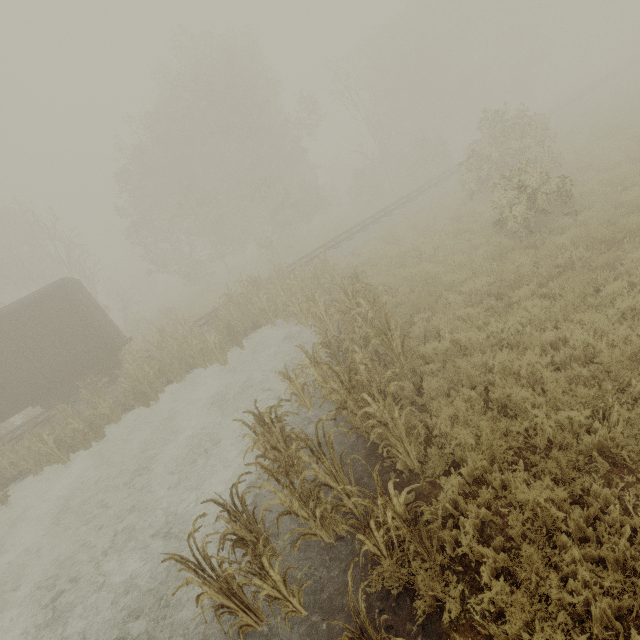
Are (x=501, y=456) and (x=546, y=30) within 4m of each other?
no

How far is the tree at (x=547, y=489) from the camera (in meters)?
3.58

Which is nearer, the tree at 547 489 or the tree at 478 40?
the tree at 547 489

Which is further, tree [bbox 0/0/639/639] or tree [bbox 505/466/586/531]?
tree [bbox 0/0/639/639]

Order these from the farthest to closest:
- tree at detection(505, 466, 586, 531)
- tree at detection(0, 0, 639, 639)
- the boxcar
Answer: the boxcar → tree at detection(0, 0, 639, 639) → tree at detection(505, 466, 586, 531)

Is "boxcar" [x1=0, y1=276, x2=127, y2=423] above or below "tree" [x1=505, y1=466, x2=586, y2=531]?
above
